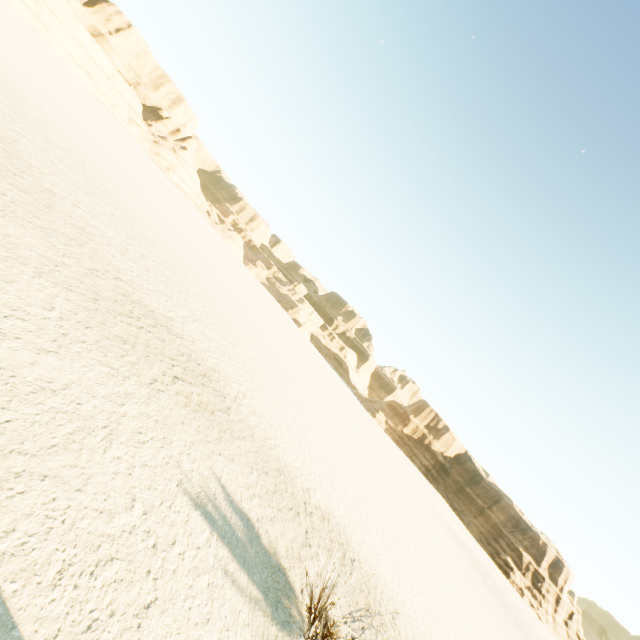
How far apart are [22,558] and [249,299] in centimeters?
3566cm
